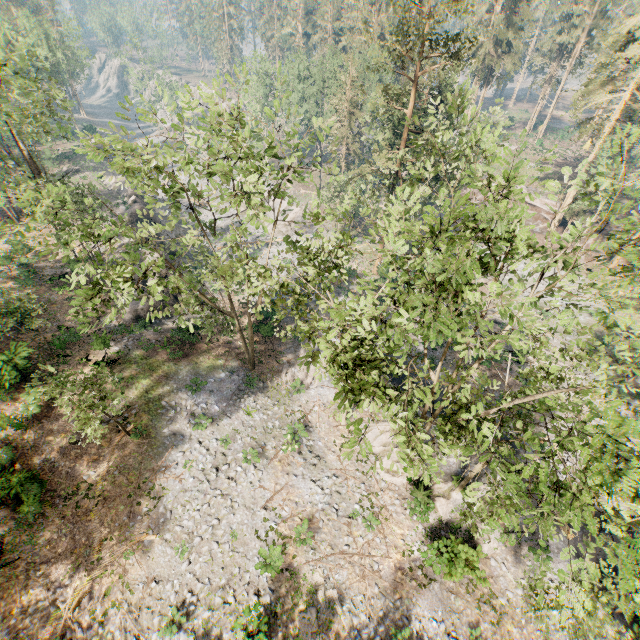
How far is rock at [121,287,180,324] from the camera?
27.3 meters

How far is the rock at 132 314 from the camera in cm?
2727

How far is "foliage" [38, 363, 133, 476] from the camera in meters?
14.0 m

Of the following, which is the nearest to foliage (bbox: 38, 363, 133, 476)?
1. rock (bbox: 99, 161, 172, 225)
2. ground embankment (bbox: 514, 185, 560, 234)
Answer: ground embankment (bbox: 514, 185, 560, 234)

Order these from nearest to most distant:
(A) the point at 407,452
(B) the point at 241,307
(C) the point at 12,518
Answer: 1. (A) the point at 407,452
2. (C) the point at 12,518
3. (B) the point at 241,307

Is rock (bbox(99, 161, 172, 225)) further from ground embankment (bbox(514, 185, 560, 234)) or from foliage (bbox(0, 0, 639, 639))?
ground embankment (bbox(514, 185, 560, 234))

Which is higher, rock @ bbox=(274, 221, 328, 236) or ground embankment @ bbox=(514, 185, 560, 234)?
ground embankment @ bbox=(514, 185, 560, 234)

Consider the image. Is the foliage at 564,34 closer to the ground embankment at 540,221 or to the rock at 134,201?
the ground embankment at 540,221
